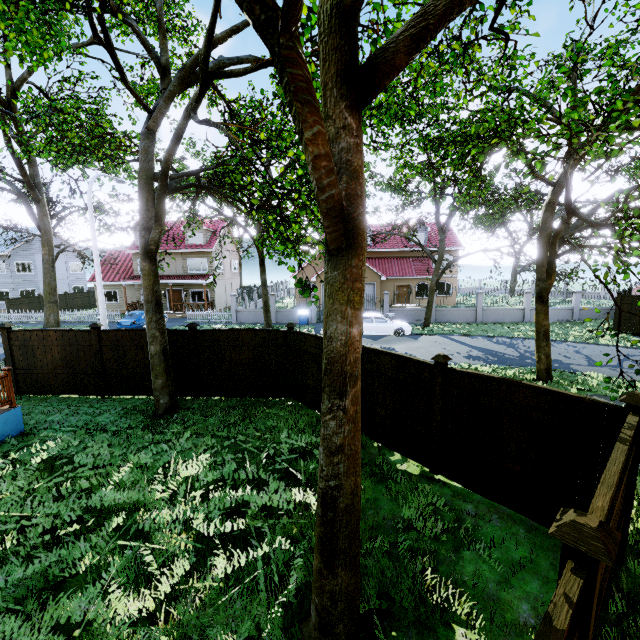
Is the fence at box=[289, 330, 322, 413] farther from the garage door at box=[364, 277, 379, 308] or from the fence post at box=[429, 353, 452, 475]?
the garage door at box=[364, 277, 379, 308]

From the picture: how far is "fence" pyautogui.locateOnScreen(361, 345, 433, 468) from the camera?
6.8m

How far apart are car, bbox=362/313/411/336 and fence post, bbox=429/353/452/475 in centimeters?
1431cm

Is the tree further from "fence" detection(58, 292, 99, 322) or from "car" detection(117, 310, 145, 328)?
"car" detection(117, 310, 145, 328)

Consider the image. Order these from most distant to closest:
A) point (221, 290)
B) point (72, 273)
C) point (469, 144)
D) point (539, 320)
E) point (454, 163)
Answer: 1. point (72, 273)
2. point (221, 290)
3. point (539, 320)
4. point (454, 163)
5. point (469, 144)

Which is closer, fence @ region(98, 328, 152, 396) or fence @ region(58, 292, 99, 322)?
fence @ region(98, 328, 152, 396)

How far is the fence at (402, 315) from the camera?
25.9 meters

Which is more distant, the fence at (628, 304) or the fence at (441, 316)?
the fence at (441, 316)
